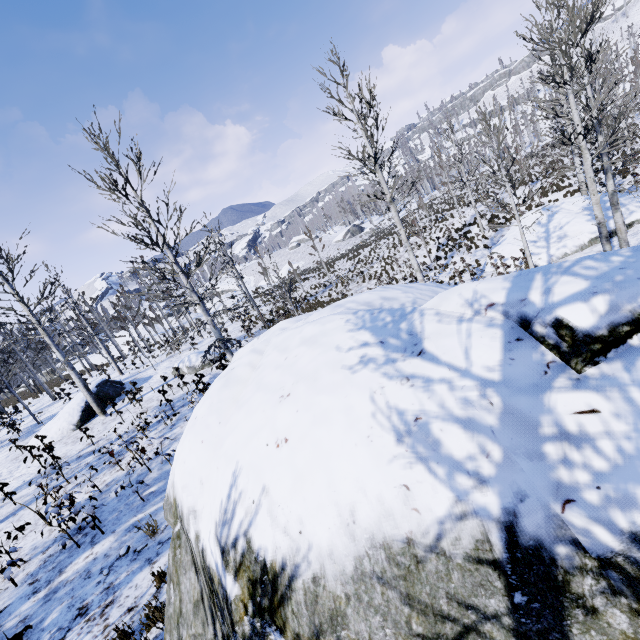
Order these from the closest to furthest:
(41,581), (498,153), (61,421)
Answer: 1. (41,581)
2. (498,153)
3. (61,421)

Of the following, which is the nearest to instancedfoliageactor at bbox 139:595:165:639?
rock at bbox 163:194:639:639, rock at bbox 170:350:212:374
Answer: rock at bbox 163:194:639:639

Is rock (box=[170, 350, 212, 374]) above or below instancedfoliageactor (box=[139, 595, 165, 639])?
above

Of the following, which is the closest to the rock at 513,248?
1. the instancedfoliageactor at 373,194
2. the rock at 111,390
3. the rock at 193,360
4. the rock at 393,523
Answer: the instancedfoliageactor at 373,194

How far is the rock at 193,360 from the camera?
18.1m

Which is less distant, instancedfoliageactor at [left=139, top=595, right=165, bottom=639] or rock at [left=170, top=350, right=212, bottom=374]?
instancedfoliageactor at [left=139, top=595, right=165, bottom=639]

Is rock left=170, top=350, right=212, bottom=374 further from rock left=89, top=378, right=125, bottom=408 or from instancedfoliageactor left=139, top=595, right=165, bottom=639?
rock left=89, top=378, right=125, bottom=408

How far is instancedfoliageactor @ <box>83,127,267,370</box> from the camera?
9.2 meters
